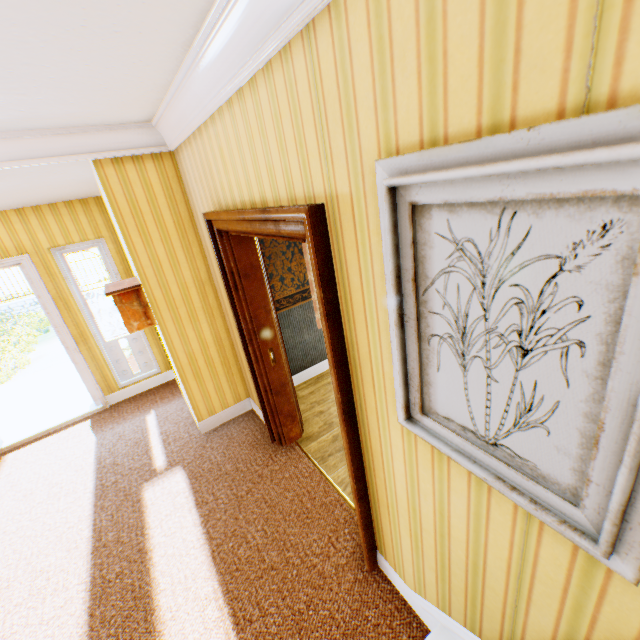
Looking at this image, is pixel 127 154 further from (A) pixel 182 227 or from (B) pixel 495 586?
(B) pixel 495 586

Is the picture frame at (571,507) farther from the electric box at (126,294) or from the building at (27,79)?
the electric box at (126,294)

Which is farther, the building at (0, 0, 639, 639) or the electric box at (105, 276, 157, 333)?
the electric box at (105, 276, 157, 333)

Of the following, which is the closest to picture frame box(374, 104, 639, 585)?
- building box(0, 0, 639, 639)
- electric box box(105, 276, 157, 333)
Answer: building box(0, 0, 639, 639)

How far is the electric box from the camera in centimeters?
322cm

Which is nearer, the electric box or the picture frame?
the picture frame

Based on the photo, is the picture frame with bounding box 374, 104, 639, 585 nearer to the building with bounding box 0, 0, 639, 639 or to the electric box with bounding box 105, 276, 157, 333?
the building with bounding box 0, 0, 639, 639
